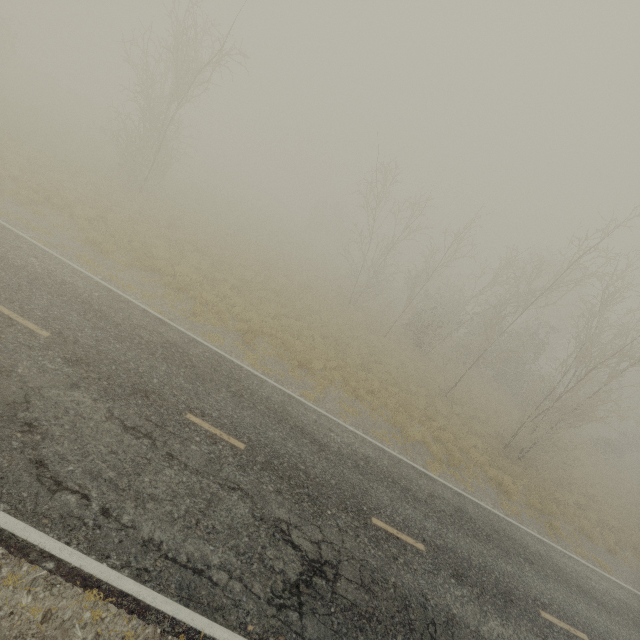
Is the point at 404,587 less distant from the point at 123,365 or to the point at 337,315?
the point at 123,365

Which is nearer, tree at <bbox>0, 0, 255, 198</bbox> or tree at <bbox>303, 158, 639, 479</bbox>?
tree at <bbox>303, 158, 639, 479</bbox>

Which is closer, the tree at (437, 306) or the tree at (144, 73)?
the tree at (437, 306)
